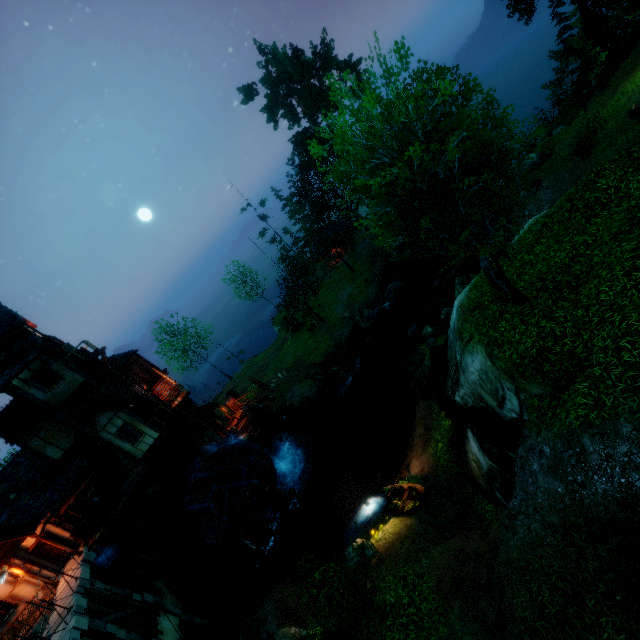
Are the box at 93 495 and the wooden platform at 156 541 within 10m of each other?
yes

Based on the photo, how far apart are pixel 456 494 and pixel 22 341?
24.5 meters

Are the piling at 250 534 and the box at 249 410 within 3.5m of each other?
no

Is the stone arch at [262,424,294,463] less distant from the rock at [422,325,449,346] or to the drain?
the drain

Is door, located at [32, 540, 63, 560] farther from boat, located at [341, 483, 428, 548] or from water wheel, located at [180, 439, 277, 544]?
boat, located at [341, 483, 428, 548]

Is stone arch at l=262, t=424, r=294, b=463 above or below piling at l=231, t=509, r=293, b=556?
below

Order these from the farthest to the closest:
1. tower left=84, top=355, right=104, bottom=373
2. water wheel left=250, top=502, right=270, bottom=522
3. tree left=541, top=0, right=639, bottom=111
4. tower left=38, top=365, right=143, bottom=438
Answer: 1. tree left=541, top=0, right=639, bottom=111
2. water wheel left=250, top=502, right=270, bottom=522
3. tower left=84, top=355, right=104, bottom=373
4. tower left=38, top=365, right=143, bottom=438

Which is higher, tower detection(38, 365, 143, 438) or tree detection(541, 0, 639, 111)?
tower detection(38, 365, 143, 438)
